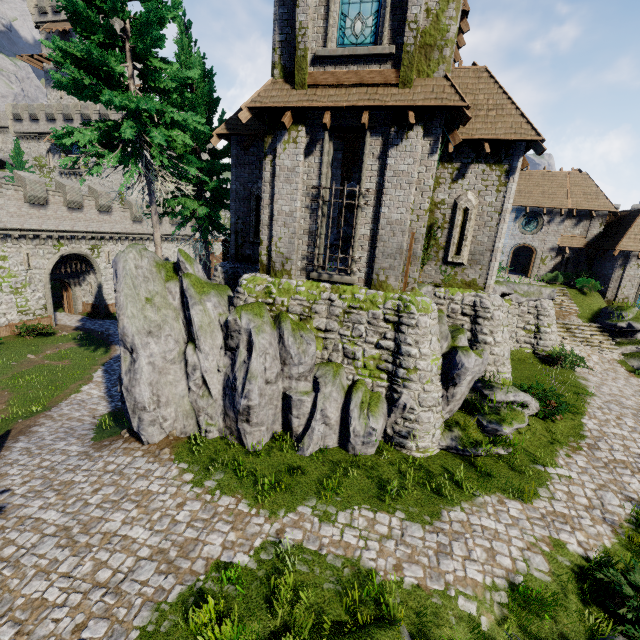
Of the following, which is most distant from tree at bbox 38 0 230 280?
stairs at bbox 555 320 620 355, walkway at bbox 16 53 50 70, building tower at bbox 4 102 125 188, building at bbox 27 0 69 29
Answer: walkway at bbox 16 53 50 70

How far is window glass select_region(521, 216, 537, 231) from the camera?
27.7 meters

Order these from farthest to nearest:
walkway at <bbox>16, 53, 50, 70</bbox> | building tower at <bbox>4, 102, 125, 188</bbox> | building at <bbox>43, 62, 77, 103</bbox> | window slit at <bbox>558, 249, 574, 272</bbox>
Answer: building at <bbox>43, 62, 77, 103</bbox>, walkway at <bbox>16, 53, 50, 70</bbox>, building tower at <bbox>4, 102, 125, 188</bbox>, window slit at <bbox>558, 249, 574, 272</bbox>

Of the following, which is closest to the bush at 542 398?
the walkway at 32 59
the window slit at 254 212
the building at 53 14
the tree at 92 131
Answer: the window slit at 254 212

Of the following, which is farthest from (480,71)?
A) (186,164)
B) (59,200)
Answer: (59,200)

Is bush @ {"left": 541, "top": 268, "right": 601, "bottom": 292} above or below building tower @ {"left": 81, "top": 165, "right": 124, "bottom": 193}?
below

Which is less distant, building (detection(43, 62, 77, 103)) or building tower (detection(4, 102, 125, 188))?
building tower (detection(4, 102, 125, 188))

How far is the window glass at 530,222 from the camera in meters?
27.7 m
